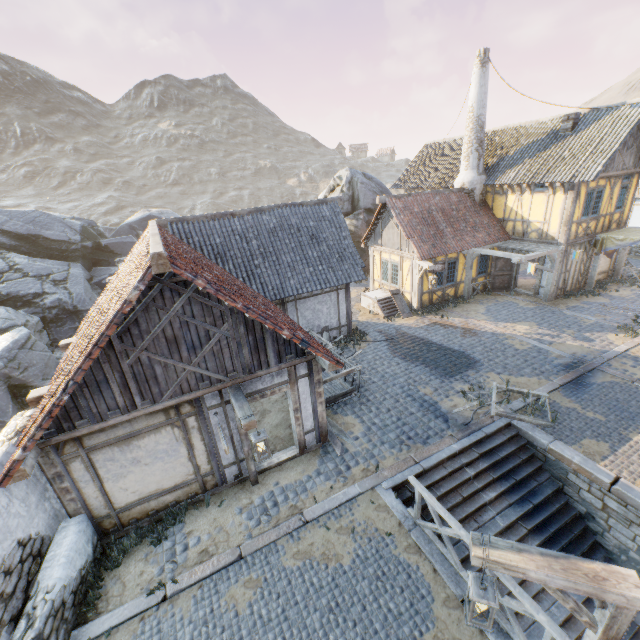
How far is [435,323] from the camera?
15.6m

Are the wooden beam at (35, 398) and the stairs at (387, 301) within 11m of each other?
no

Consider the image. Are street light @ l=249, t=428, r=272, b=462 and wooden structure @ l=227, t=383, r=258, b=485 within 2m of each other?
yes

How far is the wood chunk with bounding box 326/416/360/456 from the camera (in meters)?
8.76

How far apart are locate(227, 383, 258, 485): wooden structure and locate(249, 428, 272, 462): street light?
0.3 meters

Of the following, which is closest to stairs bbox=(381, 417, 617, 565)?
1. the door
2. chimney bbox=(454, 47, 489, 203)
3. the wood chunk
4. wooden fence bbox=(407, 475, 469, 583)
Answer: wooden fence bbox=(407, 475, 469, 583)

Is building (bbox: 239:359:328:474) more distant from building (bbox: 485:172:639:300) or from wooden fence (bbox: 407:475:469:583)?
building (bbox: 485:172:639:300)

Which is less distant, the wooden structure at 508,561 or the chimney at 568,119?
the wooden structure at 508,561
